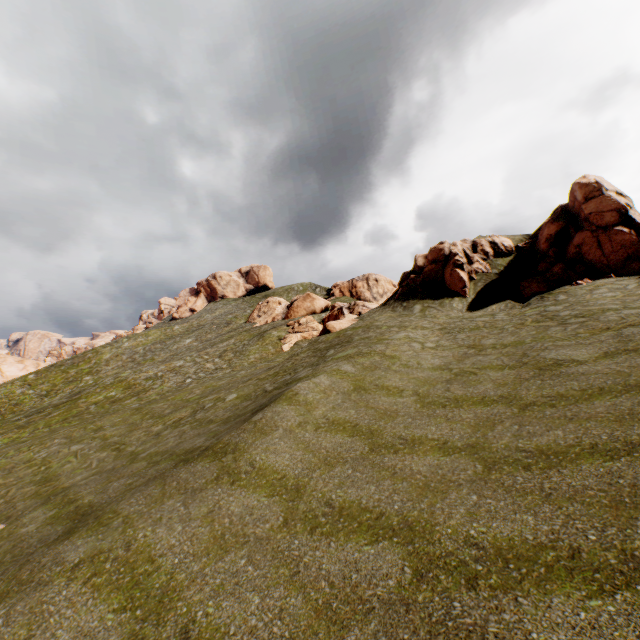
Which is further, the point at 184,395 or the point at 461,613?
the point at 184,395

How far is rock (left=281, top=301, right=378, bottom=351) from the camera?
28.6m

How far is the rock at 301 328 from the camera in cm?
2864

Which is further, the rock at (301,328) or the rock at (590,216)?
the rock at (301,328)

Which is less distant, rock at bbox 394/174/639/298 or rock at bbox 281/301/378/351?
rock at bbox 394/174/639/298
